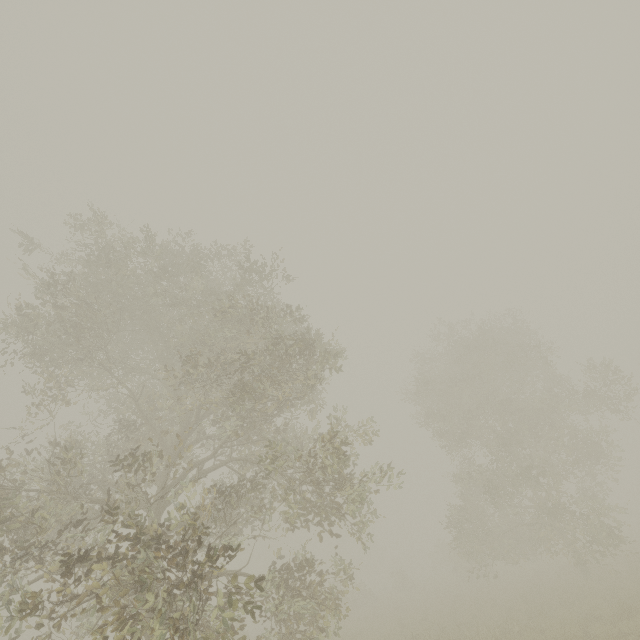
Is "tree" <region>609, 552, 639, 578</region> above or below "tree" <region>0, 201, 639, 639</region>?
below

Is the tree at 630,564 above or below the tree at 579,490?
below

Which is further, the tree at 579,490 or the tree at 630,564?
the tree at 630,564

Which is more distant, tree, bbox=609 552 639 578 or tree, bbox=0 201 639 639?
tree, bbox=609 552 639 578

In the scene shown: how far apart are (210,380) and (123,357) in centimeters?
771cm
